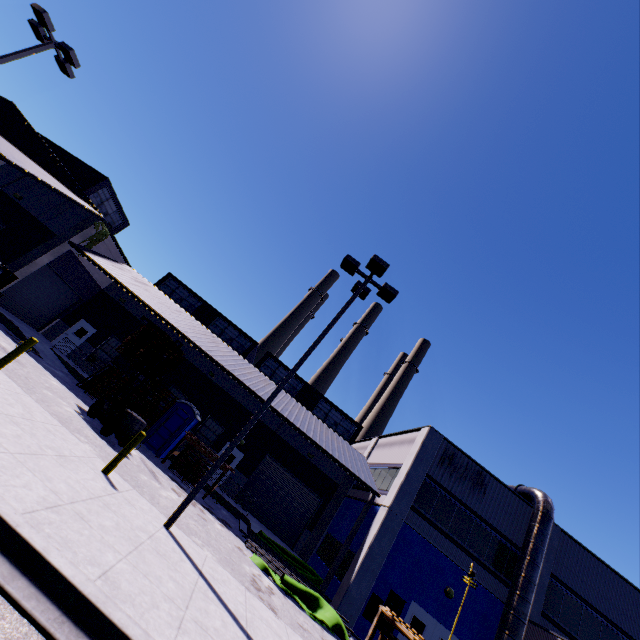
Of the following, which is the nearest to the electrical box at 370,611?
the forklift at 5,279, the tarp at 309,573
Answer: the tarp at 309,573

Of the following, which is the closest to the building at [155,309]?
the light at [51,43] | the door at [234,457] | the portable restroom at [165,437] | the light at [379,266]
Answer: the door at [234,457]

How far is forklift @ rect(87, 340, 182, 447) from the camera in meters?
12.1

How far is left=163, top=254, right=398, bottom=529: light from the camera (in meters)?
8.18

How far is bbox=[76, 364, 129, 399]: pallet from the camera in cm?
1767

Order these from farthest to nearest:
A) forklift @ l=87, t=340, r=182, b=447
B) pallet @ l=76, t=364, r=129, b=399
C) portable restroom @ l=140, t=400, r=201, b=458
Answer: pallet @ l=76, t=364, r=129, b=399, portable restroom @ l=140, t=400, r=201, b=458, forklift @ l=87, t=340, r=182, b=447

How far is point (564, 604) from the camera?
16.59m

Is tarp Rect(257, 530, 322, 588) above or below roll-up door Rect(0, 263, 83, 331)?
below
